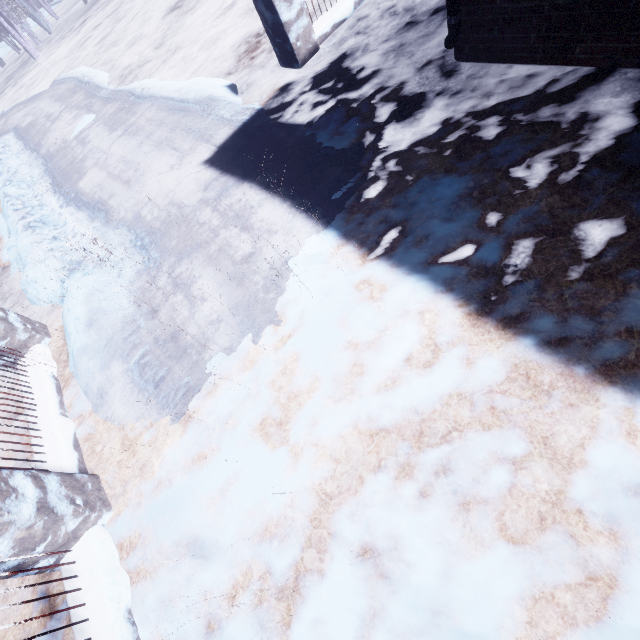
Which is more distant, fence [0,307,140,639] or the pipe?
the pipe

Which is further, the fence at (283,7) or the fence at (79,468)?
the fence at (283,7)

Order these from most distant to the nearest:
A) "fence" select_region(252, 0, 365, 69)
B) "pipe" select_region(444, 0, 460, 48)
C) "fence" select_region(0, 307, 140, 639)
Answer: "fence" select_region(252, 0, 365, 69) → "pipe" select_region(444, 0, 460, 48) → "fence" select_region(0, 307, 140, 639)

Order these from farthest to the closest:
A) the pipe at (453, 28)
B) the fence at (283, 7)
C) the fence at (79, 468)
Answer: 1. the fence at (283, 7)
2. the pipe at (453, 28)
3. the fence at (79, 468)

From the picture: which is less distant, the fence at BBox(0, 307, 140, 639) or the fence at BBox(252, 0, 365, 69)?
the fence at BBox(0, 307, 140, 639)

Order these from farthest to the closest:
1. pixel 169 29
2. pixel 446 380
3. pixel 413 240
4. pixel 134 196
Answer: pixel 169 29
pixel 134 196
pixel 413 240
pixel 446 380

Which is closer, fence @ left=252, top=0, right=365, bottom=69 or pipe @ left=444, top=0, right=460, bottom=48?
pipe @ left=444, top=0, right=460, bottom=48

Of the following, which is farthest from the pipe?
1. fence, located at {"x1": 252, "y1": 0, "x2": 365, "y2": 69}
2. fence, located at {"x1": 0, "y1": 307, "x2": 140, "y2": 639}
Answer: fence, located at {"x1": 0, "y1": 307, "x2": 140, "y2": 639}
